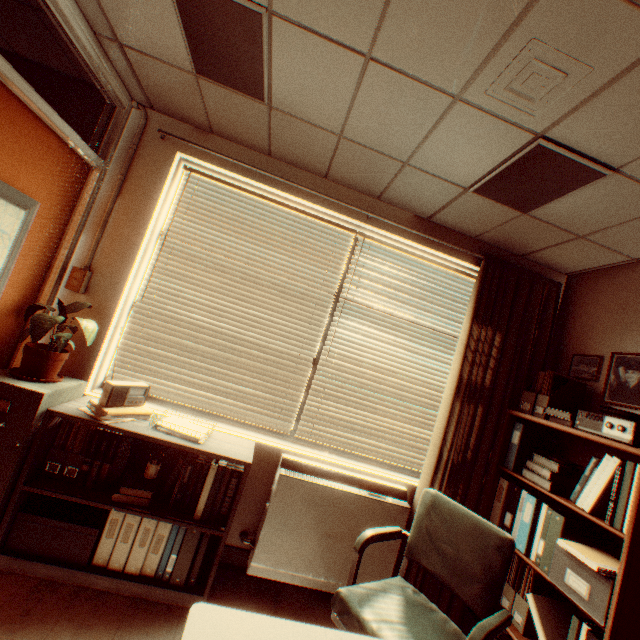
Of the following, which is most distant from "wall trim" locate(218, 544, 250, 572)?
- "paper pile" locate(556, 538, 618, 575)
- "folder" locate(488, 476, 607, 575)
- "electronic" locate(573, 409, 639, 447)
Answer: "electronic" locate(573, 409, 639, 447)

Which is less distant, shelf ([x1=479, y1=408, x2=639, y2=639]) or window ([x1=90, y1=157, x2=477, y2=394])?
shelf ([x1=479, y1=408, x2=639, y2=639])

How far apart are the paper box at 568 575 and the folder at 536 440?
0.6 meters

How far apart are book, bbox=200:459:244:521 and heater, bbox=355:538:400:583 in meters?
0.4

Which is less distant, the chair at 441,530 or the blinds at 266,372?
the chair at 441,530

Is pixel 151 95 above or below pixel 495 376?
above

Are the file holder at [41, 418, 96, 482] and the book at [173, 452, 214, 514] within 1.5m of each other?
yes

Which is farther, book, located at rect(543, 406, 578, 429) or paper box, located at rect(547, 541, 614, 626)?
book, located at rect(543, 406, 578, 429)
